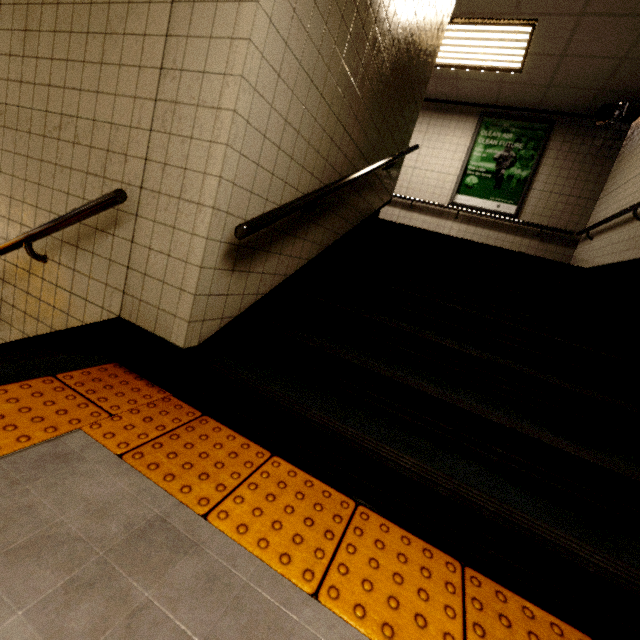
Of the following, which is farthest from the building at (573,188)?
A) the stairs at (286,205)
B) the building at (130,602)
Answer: the building at (130,602)

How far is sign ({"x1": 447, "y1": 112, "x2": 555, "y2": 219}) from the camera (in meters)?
5.92

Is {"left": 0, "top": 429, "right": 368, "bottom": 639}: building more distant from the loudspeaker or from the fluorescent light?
the loudspeaker

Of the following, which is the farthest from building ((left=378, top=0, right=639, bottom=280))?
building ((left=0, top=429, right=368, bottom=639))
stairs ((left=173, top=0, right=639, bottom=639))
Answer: building ((left=0, top=429, right=368, bottom=639))

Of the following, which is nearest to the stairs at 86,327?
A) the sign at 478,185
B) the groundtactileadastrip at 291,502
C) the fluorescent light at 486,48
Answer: the groundtactileadastrip at 291,502

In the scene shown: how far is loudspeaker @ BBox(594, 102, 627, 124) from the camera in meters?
5.0

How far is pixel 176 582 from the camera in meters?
0.9

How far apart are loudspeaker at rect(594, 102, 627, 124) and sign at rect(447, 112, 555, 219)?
0.7m
